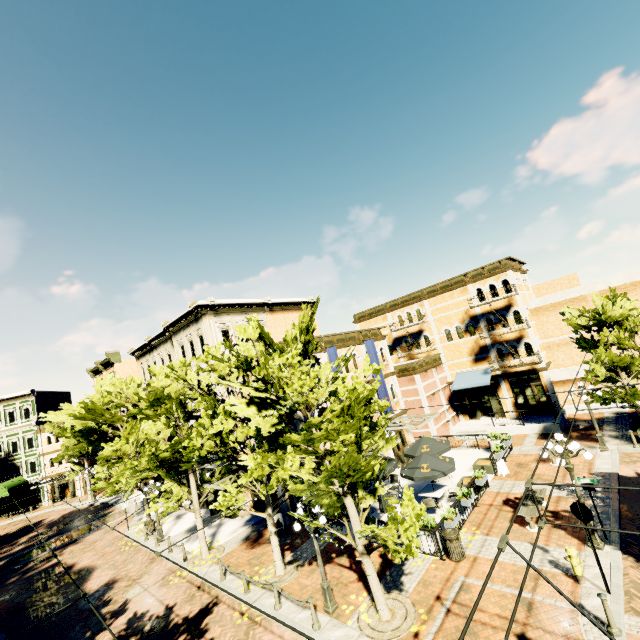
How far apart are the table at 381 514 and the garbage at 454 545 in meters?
2.5

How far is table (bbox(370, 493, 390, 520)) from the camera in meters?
14.3

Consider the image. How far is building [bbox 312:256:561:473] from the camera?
23.33m

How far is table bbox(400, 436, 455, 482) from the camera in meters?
14.7

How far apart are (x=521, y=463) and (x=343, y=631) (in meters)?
13.53

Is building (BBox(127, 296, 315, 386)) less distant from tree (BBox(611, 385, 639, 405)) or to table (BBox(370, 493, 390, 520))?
tree (BBox(611, 385, 639, 405))

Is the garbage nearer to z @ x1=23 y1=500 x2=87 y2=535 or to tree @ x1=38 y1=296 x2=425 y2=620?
tree @ x1=38 y1=296 x2=425 y2=620

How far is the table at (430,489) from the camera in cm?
1522
